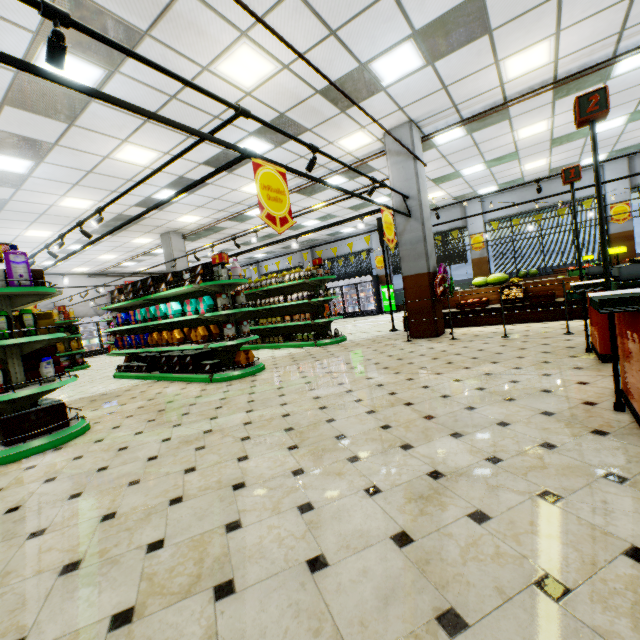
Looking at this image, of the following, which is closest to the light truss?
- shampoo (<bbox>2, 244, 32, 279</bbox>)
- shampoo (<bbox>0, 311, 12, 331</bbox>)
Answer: shampoo (<bbox>2, 244, 32, 279</bbox>)

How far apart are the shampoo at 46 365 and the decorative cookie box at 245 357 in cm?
287

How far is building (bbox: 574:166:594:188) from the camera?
13.02m

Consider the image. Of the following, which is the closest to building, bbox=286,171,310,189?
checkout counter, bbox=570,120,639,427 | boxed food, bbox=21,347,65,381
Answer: checkout counter, bbox=570,120,639,427

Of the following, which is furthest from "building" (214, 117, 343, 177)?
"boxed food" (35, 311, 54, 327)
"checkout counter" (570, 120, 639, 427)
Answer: "boxed food" (35, 311, 54, 327)

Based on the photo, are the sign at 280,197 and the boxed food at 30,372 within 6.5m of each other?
yes

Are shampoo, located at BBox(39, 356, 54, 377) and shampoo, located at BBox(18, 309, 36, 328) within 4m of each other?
yes

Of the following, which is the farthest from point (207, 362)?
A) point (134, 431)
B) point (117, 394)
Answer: point (134, 431)
